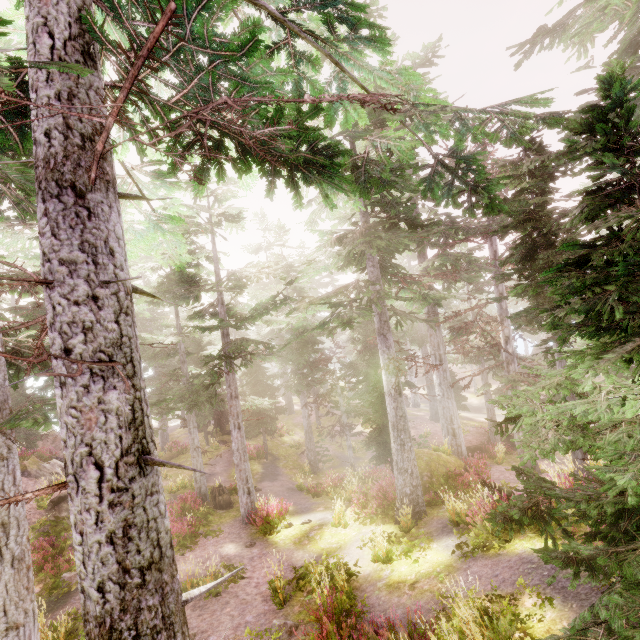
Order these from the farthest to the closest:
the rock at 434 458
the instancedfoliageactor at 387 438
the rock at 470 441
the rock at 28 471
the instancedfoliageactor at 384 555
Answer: the rock at 470 441 < the rock at 28 471 < the rock at 434 458 < the instancedfoliageactor at 384 555 < the instancedfoliageactor at 387 438

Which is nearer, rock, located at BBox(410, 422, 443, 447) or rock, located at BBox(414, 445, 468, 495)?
rock, located at BBox(414, 445, 468, 495)

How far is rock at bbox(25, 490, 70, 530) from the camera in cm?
1507

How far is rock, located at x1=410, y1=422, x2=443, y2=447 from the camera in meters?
25.5 m

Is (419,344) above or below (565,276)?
below

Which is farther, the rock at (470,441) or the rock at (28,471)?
the rock at (470,441)

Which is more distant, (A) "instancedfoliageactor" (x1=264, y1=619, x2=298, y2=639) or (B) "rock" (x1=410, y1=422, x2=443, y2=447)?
(B) "rock" (x1=410, y1=422, x2=443, y2=447)

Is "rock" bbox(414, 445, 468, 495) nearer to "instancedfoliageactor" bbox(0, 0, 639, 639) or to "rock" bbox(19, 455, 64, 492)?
"instancedfoliageactor" bbox(0, 0, 639, 639)
